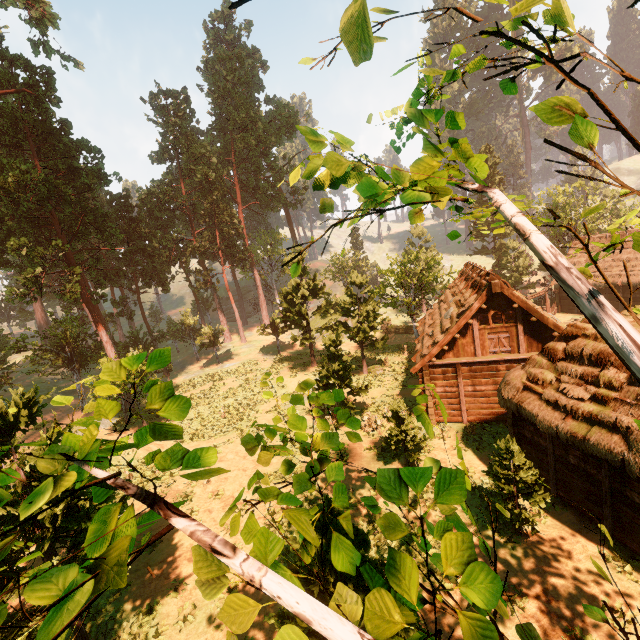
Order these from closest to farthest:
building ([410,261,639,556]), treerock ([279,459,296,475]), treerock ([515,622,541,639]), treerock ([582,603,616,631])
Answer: treerock ([515,622,541,639]) → treerock ([582,603,616,631]) → treerock ([279,459,296,475]) → building ([410,261,639,556])

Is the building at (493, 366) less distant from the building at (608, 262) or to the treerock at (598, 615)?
the treerock at (598, 615)

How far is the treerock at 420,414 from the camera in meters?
4.7 m

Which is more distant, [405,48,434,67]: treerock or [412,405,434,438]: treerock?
[412,405,434,438]: treerock

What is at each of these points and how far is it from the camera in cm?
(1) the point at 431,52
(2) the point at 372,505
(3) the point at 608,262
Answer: (1) treerock, 240
(2) treerock, 414
(3) building, 3222

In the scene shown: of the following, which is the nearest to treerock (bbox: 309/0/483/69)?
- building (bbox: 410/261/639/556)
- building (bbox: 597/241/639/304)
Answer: building (bbox: 410/261/639/556)

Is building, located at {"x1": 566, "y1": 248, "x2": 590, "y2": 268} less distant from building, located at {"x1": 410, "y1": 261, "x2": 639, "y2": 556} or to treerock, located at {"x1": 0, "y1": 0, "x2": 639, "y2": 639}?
treerock, located at {"x1": 0, "y1": 0, "x2": 639, "y2": 639}
